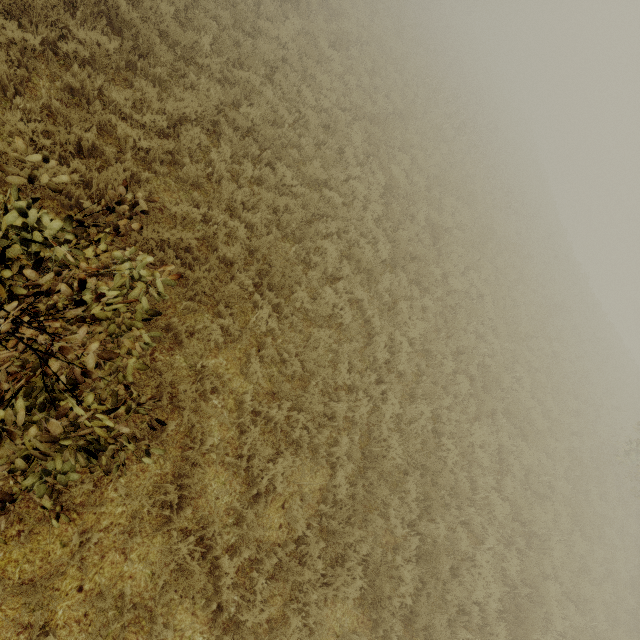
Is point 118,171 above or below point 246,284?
below
